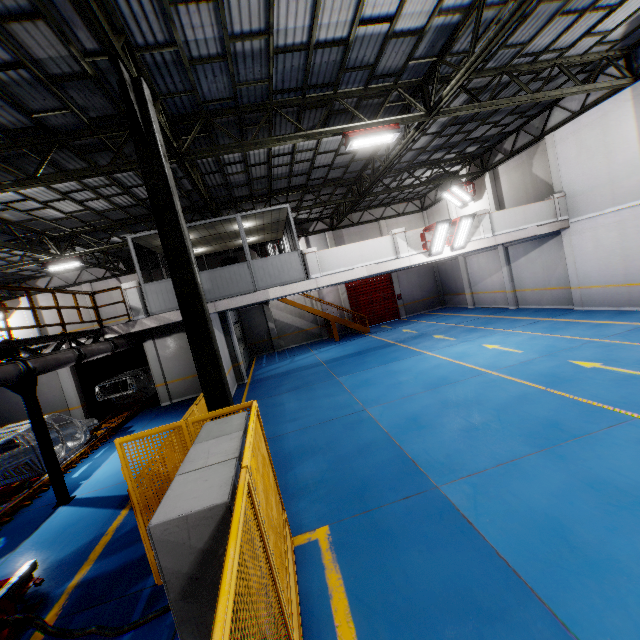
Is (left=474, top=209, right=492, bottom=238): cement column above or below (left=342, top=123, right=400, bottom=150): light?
below

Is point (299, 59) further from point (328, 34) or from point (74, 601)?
point (74, 601)

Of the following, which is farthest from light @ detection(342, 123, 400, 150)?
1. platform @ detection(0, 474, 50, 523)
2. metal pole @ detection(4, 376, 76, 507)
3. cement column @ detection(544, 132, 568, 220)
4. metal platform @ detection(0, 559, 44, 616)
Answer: platform @ detection(0, 474, 50, 523)

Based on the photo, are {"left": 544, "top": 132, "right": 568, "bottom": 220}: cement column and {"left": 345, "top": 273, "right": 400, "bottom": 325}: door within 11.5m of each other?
no

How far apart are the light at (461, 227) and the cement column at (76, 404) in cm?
1685

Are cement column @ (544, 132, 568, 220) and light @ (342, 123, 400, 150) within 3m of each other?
no

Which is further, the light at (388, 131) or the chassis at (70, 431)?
the chassis at (70, 431)

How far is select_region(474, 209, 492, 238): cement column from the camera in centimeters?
1360cm
